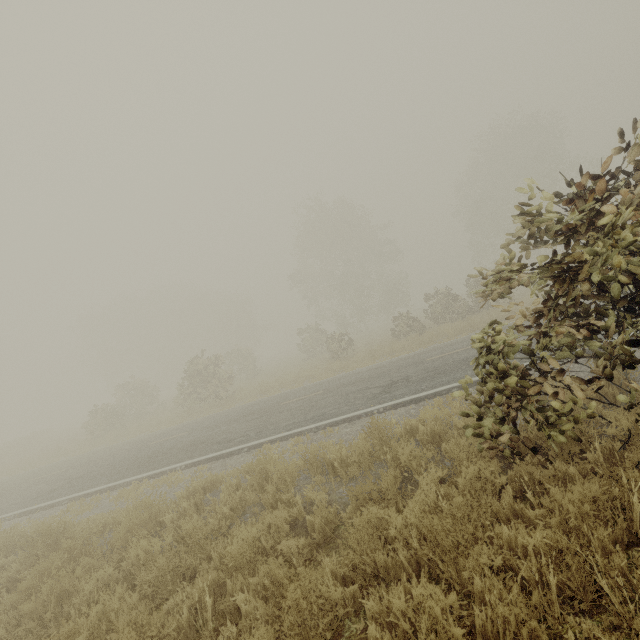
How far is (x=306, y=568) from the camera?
3.16m
